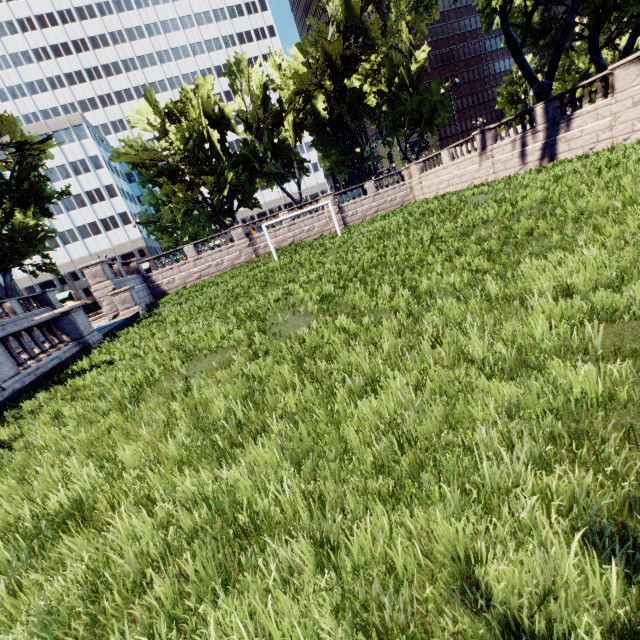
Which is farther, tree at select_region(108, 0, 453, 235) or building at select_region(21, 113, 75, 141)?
building at select_region(21, 113, 75, 141)

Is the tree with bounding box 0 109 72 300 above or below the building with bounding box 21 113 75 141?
below

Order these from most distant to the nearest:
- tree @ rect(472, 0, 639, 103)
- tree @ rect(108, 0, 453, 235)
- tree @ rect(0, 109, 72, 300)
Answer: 1. tree @ rect(108, 0, 453, 235)
2. tree @ rect(0, 109, 72, 300)
3. tree @ rect(472, 0, 639, 103)

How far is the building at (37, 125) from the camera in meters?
58.6

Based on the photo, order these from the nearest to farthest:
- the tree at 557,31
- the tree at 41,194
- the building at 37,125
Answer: the tree at 557,31 → the tree at 41,194 → the building at 37,125

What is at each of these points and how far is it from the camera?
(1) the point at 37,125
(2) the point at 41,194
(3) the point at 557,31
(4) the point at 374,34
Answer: (1) building, 58.75m
(2) tree, 28.17m
(3) tree, 22.42m
(4) tree, 31.83m

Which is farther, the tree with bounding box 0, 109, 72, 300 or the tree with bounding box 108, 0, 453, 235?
the tree with bounding box 108, 0, 453, 235
